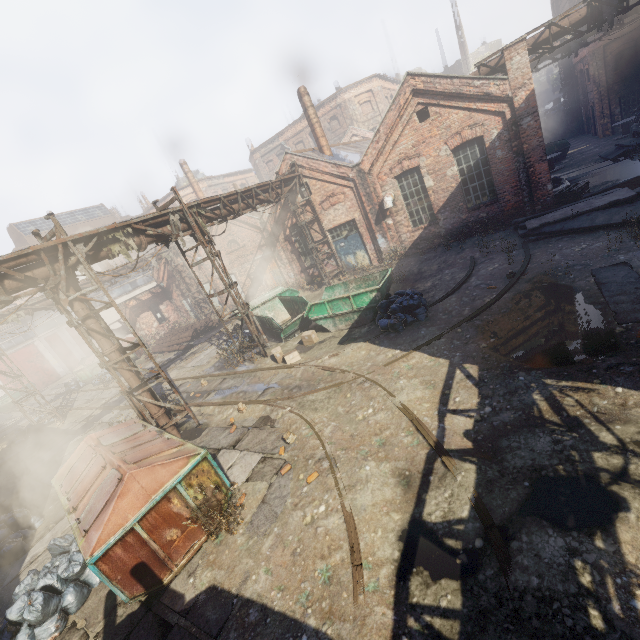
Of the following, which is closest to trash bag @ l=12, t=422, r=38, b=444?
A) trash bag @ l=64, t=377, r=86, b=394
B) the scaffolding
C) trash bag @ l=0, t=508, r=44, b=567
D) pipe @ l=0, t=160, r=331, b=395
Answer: pipe @ l=0, t=160, r=331, b=395

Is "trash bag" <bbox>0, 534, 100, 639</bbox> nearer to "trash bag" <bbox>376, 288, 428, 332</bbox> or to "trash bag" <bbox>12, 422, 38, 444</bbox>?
"trash bag" <bbox>376, 288, 428, 332</bbox>

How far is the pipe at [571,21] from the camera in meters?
11.4 m

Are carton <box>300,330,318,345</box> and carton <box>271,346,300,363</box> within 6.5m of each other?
yes

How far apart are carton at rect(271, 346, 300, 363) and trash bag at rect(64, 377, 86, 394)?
20.3 meters

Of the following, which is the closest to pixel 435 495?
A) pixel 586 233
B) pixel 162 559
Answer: pixel 162 559

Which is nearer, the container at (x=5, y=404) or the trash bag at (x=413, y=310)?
the trash bag at (x=413, y=310)

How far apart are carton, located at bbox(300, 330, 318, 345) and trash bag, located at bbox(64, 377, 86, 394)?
21.2m
